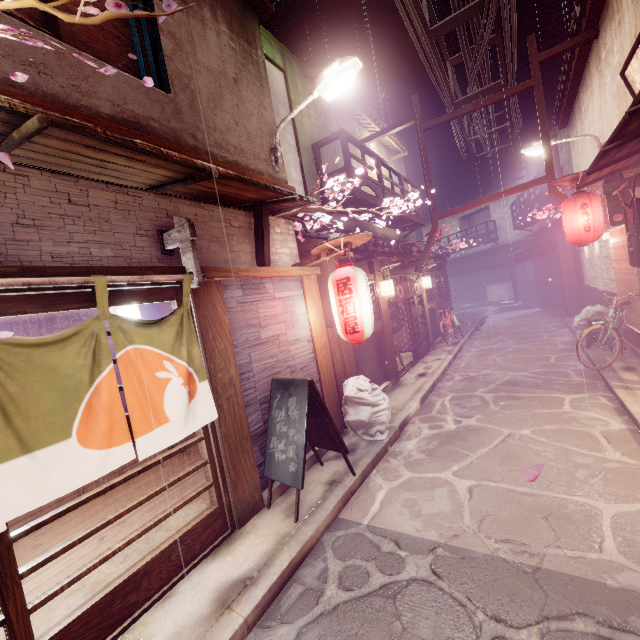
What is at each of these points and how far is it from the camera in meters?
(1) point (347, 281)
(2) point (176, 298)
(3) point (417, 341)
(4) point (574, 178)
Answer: (1) lantern, 8.3 m
(2) door, 6.2 m
(3) door, 18.9 m
(4) wood guard, 13.0 m

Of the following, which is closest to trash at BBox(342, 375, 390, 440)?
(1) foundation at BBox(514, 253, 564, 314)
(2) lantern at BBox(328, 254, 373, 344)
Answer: (2) lantern at BBox(328, 254, 373, 344)

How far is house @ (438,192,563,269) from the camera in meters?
31.9

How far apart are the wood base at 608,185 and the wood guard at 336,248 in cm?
916

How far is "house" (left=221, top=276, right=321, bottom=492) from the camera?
7.3m

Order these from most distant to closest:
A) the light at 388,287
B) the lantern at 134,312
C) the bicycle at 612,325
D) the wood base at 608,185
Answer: the light at 388,287 → the bicycle at 612,325 → the wood base at 608,185 → the lantern at 134,312

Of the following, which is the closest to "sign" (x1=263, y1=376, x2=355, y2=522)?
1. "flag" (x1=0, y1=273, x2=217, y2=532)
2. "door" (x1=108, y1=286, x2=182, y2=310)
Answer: "door" (x1=108, y1=286, x2=182, y2=310)

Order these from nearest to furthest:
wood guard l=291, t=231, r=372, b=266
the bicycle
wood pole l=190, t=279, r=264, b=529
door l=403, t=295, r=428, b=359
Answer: wood pole l=190, t=279, r=264, b=529 < wood guard l=291, t=231, r=372, b=266 < the bicycle < door l=403, t=295, r=428, b=359
